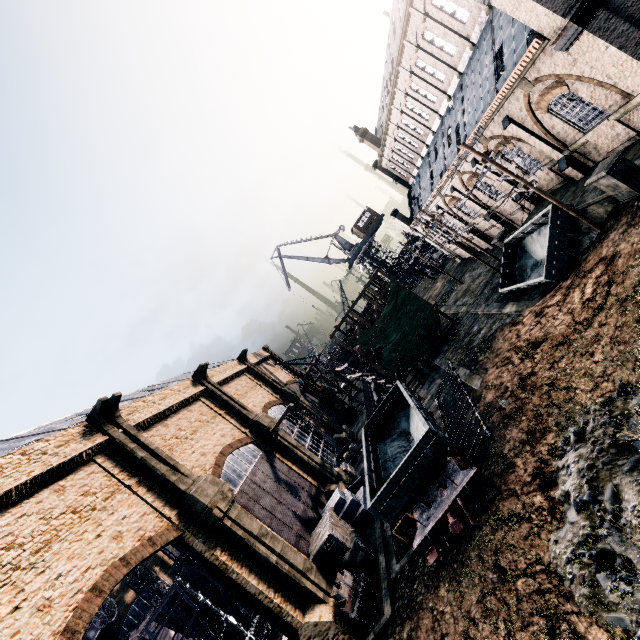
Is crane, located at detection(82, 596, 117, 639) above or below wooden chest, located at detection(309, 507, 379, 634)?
above

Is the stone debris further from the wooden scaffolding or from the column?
the wooden scaffolding

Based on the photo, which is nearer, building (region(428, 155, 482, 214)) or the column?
the column

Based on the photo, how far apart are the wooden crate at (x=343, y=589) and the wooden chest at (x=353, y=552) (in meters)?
0.50

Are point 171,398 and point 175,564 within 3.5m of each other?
no

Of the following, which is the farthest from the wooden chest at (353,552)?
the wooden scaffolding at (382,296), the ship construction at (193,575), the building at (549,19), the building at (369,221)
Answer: the building at (369,221)

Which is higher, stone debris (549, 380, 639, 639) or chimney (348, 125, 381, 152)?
chimney (348, 125, 381, 152)

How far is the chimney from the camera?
48.2m
